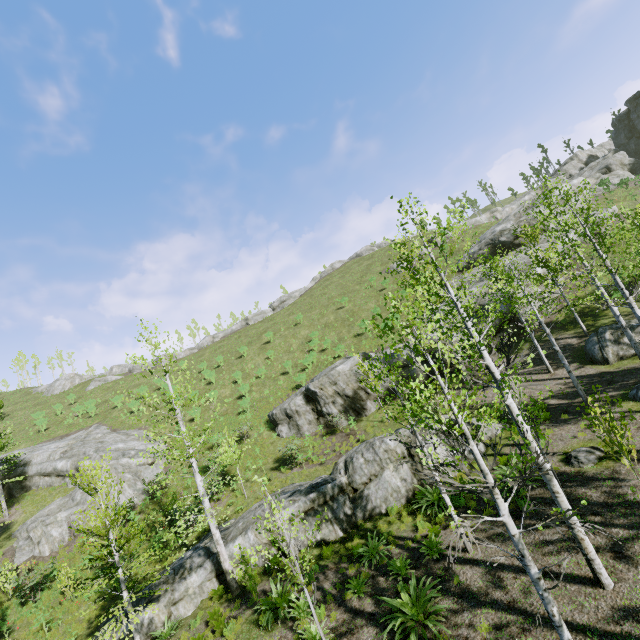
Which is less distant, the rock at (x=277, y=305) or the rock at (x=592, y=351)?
the rock at (x=592, y=351)

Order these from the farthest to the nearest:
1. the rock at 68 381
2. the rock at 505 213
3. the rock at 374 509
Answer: the rock at 68 381 → the rock at 505 213 → the rock at 374 509

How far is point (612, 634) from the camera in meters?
6.4 m

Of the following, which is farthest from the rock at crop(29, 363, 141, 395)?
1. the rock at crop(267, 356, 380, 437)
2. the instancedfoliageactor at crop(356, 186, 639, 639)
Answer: the rock at crop(267, 356, 380, 437)

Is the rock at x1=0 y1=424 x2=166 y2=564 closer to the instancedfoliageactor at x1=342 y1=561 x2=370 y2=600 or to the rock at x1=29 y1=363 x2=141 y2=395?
the instancedfoliageactor at x1=342 y1=561 x2=370 y2=600

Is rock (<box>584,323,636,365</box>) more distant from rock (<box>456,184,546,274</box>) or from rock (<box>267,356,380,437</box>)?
rock (<box>456,184,546,274</box>)

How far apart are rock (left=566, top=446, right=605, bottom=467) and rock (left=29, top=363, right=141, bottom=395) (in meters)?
64.09

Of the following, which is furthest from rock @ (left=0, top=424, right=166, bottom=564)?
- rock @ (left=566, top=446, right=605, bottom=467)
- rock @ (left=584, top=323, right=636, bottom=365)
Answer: rock @ (left=584, top=323, right=636, bottom=365)
